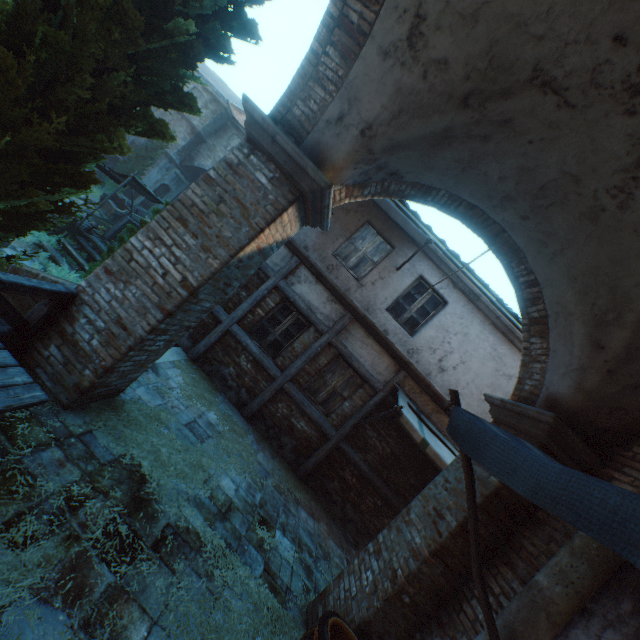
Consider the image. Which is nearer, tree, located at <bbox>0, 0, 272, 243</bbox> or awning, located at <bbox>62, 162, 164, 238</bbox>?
tree, located at <bbox>0, 0, 272, 243</bbox>

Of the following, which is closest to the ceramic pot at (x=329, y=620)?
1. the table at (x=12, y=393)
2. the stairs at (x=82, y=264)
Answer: the table at (x=12, y=393)

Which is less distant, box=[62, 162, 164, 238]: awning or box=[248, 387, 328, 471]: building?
box=[248, 387, 328, 471]: building

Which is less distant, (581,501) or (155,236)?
(581,501)

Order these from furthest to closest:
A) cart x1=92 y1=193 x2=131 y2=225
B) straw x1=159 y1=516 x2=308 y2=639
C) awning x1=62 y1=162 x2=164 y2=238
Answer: cart x1=92 y1=193 x2=131 y2=225, awning x1=62 y1=162 x2=164 y2=238, straw x1=159 y1=516 x2=308 y2=639

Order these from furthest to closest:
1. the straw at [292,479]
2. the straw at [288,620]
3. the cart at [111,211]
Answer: the cart at [111,211] → the straw at [292,479] → the straw at [288,620]

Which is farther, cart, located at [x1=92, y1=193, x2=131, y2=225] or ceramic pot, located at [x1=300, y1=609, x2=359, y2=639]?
cart, located at [x1=92, y1=193, x2=131, y2=225]

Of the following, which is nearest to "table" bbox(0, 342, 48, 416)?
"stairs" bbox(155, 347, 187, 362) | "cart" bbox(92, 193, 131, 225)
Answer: "stairs" bbox(155, 347, 187, 362)
